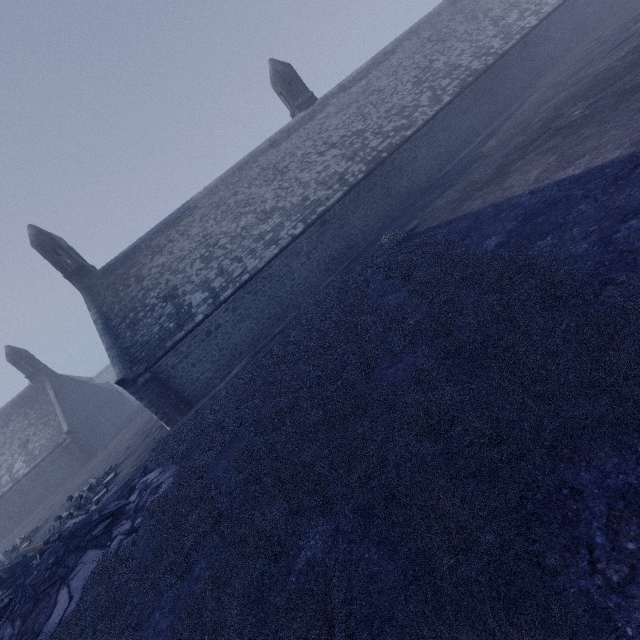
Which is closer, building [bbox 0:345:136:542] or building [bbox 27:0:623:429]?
building [bbox 27:0:623:429]

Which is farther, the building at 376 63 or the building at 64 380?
the building at 64 380

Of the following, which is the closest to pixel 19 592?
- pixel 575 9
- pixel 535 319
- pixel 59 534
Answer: pixel 59 534
